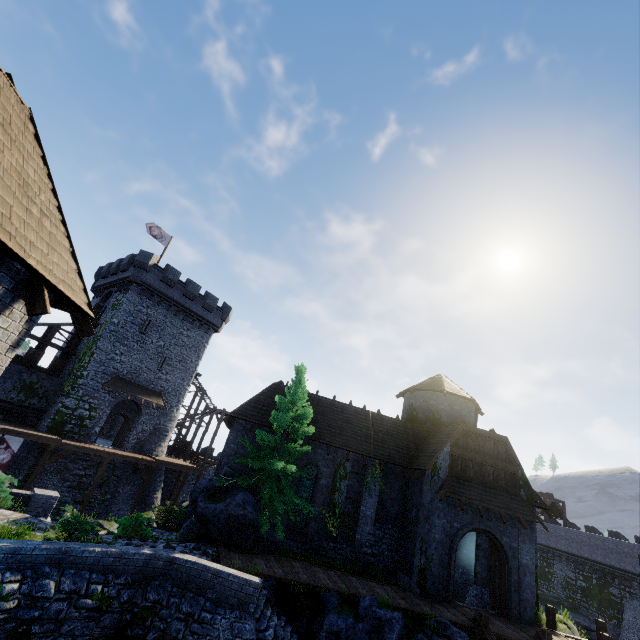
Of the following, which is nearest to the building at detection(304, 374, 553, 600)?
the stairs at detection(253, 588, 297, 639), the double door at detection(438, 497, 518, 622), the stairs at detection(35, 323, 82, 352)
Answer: the double door at detection(438, 497, 518, 622)

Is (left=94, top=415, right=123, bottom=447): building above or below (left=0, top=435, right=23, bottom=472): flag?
above

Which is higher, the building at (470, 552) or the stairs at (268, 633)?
the building at (470, 552)

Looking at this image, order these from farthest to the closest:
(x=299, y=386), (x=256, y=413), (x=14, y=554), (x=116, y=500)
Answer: (x=116, y=500) < (x=256, y=413) < (x=299, y=386) < (x=14, y=554)

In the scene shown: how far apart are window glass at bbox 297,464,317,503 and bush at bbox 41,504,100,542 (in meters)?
11.30

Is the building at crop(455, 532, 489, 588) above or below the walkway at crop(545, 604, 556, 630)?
above

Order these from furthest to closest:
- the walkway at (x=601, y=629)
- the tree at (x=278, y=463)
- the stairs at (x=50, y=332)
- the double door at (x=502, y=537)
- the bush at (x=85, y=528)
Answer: the stairs at (x=50, y=332), the double door at (x=502, y=537), the tree at (x=278, y=463), the walkway at (x=601, y=629), the bush at (x=85, y=528)

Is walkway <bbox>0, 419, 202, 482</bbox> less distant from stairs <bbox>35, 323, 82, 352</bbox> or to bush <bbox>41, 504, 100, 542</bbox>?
stairs <bbox>35, 323, 82, 352</bbox>
